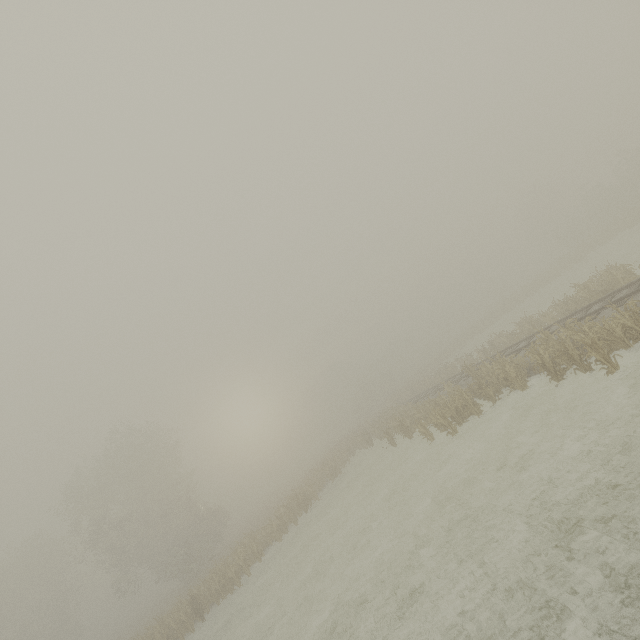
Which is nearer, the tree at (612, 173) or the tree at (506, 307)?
the tree at (612, 173)

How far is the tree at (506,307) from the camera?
42.4 meters

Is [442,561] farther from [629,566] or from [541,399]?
[541,399]

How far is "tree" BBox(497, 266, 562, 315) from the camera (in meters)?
42.41

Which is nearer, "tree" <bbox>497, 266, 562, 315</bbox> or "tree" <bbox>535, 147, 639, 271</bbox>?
"tree" <bbox>535, 147, 639, 271</bbox>
